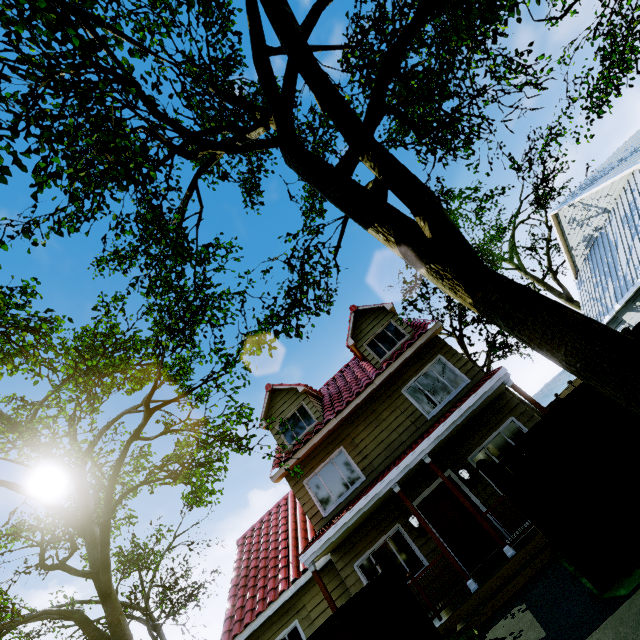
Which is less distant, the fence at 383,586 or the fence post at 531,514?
the fence post at 531,514

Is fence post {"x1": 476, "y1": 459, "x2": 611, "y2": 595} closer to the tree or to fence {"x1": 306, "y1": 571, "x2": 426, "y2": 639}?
fence {"x1": 306, "y1": 571, "x2": 426, "y2": 639}

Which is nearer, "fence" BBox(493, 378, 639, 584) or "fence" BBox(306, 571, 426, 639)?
"fence" BBox(493, 378, 639, 584)

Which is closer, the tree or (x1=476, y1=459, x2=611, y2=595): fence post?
the tree

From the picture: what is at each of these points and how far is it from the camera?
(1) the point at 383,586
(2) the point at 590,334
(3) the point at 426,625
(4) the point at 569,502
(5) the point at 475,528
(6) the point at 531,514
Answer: (1) fence, 5.8m
(2) tree, 3.1m
(3) fence post, 5.3m
(4) fence, 5.3m
(5) door, 9.5m
(6) fence post, 5.4m

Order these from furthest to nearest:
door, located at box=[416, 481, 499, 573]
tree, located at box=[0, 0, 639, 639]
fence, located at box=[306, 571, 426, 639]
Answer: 1. door, located at box=[416, 481, 499, 573]
2. fence, located at box=[306, 571, 426, 639]
3. tree, located at box=[0, 0, 639, 639]

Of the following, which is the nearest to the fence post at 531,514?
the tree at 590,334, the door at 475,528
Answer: the tree at 590,334

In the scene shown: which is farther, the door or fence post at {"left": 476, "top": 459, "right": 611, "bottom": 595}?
the door
